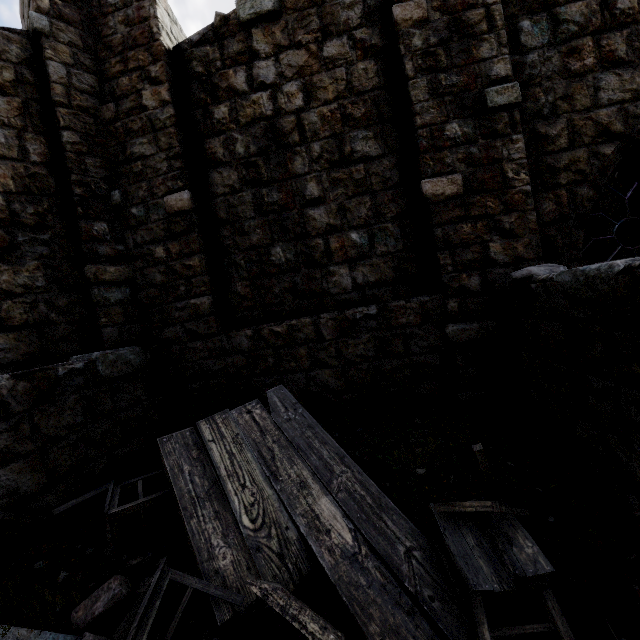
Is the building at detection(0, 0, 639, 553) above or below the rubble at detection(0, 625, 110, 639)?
above

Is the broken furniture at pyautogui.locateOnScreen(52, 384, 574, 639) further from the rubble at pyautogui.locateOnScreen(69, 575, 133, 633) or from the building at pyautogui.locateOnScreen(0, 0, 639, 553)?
the building at pyautogui.locateOnScreen(0, 0, 639, 553)

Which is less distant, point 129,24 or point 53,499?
point 53,499

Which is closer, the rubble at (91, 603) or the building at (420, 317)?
A: the rubble at (91, 603)

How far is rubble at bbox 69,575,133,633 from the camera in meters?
2.3

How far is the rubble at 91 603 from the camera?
2.3 meters

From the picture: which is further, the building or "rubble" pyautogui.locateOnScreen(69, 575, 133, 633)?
the building
